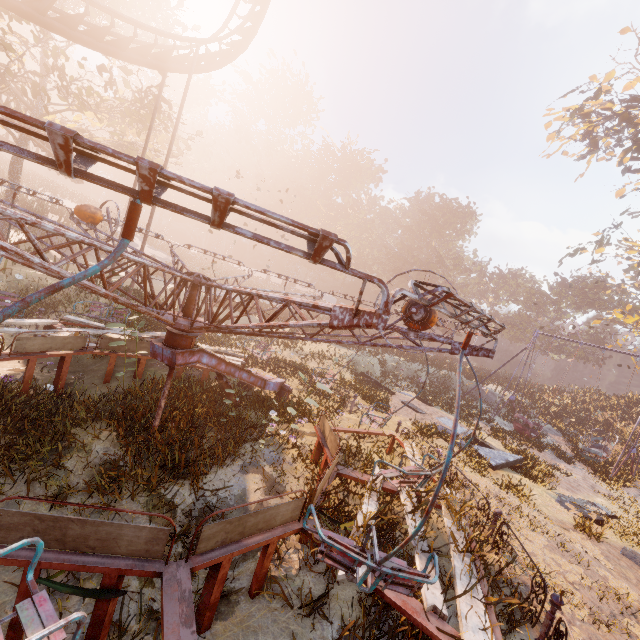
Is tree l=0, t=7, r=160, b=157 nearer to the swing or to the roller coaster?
the roller coaster

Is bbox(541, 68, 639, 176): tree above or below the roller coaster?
above

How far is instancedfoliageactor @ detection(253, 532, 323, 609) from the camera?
3.96m

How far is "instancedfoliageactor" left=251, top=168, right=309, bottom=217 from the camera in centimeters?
5647cm

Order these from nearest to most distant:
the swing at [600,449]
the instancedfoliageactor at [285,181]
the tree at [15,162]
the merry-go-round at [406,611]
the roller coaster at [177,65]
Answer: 1. the merry-go-round at [406,611]
2. the roller coaster at [177,65]
3. the swing at [600,449]
4. the tree at [15,162]
5. the instancedfoliageactor at [285,181]

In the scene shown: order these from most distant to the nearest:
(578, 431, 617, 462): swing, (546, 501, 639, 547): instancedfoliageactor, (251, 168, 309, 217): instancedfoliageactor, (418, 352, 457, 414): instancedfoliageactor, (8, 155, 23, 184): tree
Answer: (251, 168, 309, 217): instancedfoliageactor < (8, 155, 23, 184): tree < (418, 352, 457, 414): instancedfoliageactor < (578, 431, 617, 462): swing < (546, 501, 639, 547): instancedfoliageactor

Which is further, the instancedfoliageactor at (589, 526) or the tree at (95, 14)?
the tree at (95, 14)

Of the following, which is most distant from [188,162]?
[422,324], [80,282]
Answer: [422,324]
